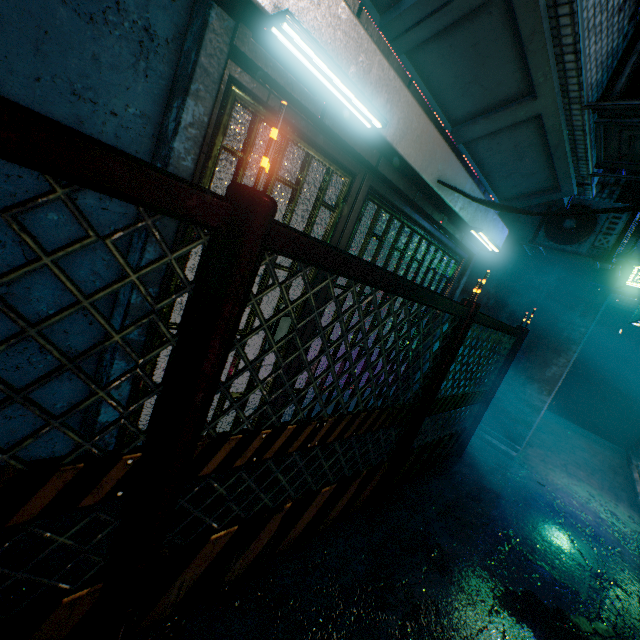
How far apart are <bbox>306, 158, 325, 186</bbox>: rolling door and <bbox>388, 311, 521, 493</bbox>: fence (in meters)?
0.83

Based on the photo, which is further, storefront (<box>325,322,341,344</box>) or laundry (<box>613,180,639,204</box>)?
laundry (<box>613,180,639,204</box>)

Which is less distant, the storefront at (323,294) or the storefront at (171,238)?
the storefront at (171,238)

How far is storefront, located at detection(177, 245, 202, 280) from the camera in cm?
164

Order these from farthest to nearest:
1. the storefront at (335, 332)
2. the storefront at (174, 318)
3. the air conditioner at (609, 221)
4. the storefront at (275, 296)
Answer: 1. the air conditioner at (609, 221)
2. the storefront at (335, 332)
3. the storefront at (275, 296)
4. the storefront at (174, 318)

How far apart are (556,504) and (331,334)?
3.8 meters

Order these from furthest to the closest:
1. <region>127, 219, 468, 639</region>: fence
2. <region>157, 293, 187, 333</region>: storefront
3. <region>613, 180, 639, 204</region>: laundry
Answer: <region>613, 180, 639, 204</region>: laundry < <region>157, 293, 187, 333</region>: storefront < <region>127, 219, 468, 639</region>: fence
